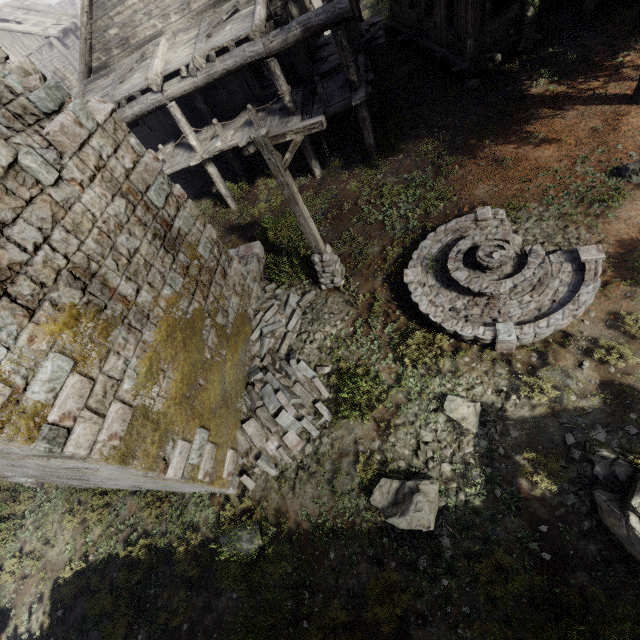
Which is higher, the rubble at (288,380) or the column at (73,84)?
the column at (73,84)

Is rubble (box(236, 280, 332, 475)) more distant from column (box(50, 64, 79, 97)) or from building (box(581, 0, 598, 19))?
column (box(50, 64, 79, 97))

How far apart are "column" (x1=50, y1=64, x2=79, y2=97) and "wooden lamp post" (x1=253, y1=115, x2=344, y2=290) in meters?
23.3 m

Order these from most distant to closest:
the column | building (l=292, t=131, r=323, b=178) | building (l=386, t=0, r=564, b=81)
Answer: the column → building (l=292, t=131, r=323, b=178) → building (l=386, t=0, r=564, b=81)

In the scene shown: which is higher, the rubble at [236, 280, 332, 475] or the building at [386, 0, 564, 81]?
the building at [386, 0, 564, 81]

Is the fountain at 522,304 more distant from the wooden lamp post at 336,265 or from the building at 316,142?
the building at 316,142

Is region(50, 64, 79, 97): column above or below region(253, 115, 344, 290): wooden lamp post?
above

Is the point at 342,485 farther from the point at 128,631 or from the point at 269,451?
the point at 128,631
